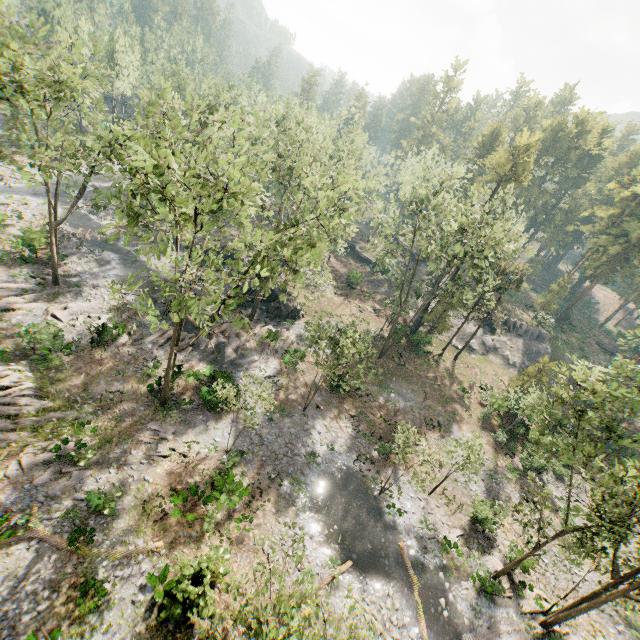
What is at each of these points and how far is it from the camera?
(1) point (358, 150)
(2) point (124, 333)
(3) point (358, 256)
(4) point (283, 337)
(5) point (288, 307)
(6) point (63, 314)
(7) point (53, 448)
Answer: (1) foliage, 37.0 meters
(2) foliage, 26.9 meters
(3) ground embankment, 59.5 meters
(4) foliage, 33.9 meters
(5) rock, 36.2 meters
(6) foliage, 26.1 meters
(7) foliage, 18.0 meters

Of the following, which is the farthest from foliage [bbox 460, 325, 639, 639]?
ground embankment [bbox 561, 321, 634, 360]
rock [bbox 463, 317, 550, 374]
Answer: ground embankment [bbox 561, 321, 634, 360]

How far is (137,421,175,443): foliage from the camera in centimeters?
2075cm

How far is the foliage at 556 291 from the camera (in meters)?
49.53

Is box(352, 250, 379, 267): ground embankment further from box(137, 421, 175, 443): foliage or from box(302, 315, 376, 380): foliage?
box(137, 421, 175, 443): foliage

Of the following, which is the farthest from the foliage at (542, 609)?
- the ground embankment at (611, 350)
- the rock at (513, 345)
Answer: the ground embankment at (611, 350)

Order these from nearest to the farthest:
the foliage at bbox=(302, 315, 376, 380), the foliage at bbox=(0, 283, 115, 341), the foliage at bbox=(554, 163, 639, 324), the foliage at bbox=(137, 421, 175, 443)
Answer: the foliage at bbox=(137, 421, 175, 443), the foliage at bbox=(302, 315, 376, 380), the foliage at bbox=(0, 283, 115, 341), the foliage at bbox=(554, 163, 639, 324)
